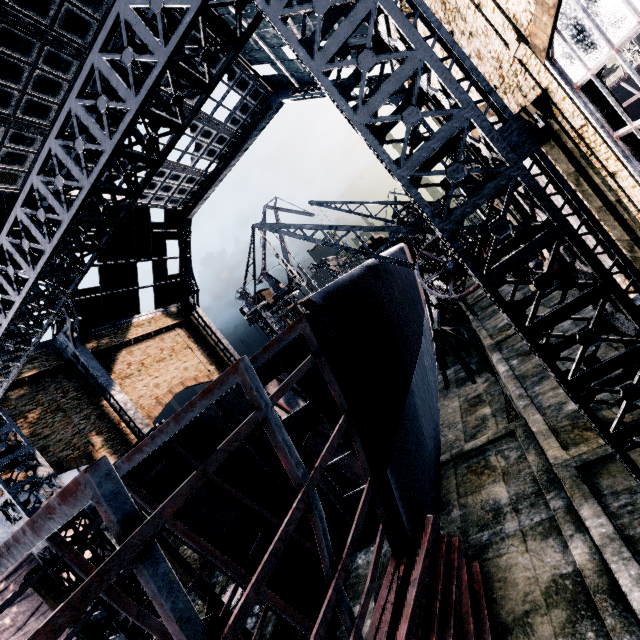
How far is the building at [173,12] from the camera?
14.67m

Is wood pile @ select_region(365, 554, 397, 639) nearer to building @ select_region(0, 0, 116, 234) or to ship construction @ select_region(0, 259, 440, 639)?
ship construction @ select_region(0, 259, 440, 639)

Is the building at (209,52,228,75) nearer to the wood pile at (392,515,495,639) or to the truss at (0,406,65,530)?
the truss at (0,406,65,530)

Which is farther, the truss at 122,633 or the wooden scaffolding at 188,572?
the truss at 122,633

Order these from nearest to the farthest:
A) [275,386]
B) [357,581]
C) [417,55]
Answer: [417,55] < [357,581] < [275,386]

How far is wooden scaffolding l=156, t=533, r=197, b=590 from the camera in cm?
1170

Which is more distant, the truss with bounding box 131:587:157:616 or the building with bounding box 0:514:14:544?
the building with bounding box 0:514:14:544
